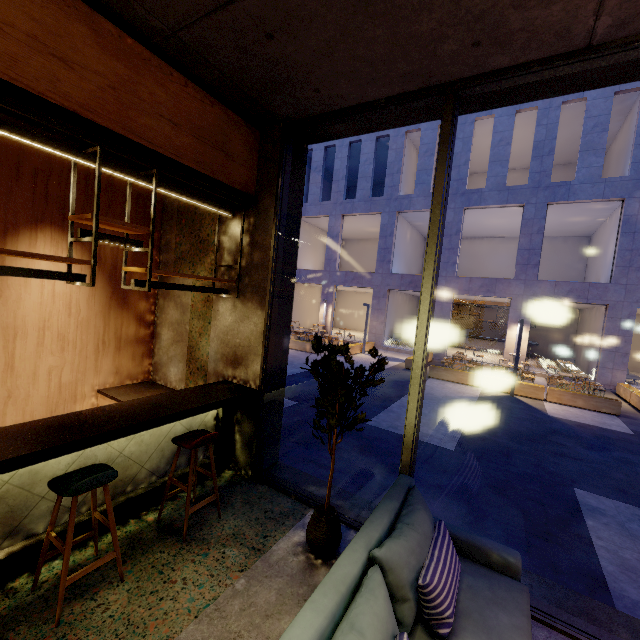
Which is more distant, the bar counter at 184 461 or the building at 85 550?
the bar counter at 184 461

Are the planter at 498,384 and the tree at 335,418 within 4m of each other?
no

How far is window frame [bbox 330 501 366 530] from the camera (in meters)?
3.51

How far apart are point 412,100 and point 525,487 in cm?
617

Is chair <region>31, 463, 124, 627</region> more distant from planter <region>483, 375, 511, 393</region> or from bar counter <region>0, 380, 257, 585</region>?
planter <region>483, 375, 511, 393</region>

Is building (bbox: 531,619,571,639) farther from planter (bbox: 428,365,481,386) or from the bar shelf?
planter (bbox: 428,365,481,386)

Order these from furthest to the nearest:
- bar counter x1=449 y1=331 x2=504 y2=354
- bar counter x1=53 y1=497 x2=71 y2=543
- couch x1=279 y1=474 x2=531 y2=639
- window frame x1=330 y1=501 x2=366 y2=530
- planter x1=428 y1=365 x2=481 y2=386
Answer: bar counter x1=449 y1=331 x2=504 y2=354
planter x1=428 y1=365 x2=481 y2=386
window frame x1=330 y1=501 x2=366 y2=530
bar counter x1=53 y1=497 x2=71 y2=543
couch x1=279 y1=474 x2=531 y2=639

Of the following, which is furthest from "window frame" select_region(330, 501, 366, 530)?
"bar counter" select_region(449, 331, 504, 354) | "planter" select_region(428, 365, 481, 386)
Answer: "bar counter" select_region(449, 331, 504, 354)
